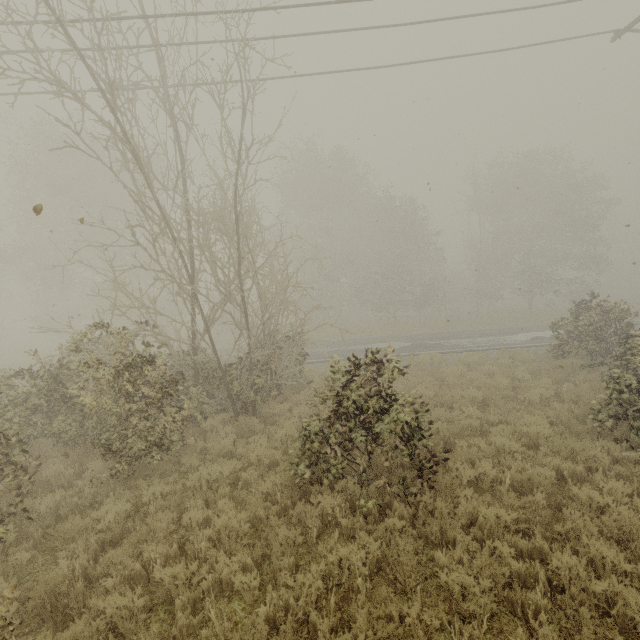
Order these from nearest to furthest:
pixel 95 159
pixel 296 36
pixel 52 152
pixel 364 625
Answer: pixel 364 625 → pixel 296 36 → pixel 52 152 → pixel 95 159

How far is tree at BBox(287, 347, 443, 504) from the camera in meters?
5.8 m

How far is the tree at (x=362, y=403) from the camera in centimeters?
583cm
